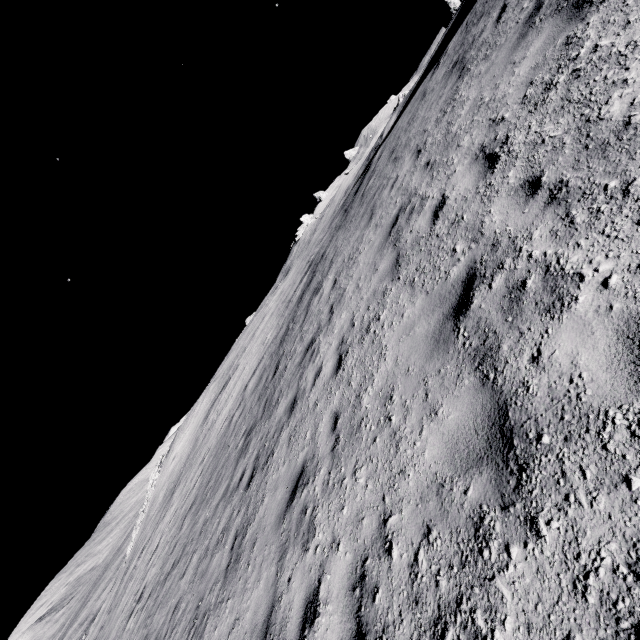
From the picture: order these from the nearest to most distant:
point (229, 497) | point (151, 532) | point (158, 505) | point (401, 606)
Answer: point (401, 606) → point (229, 497) → point (151, 532) → point (158, 505)
